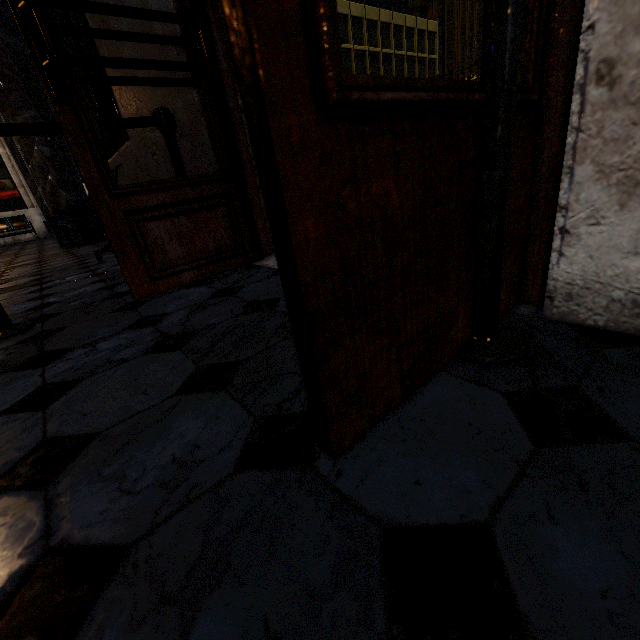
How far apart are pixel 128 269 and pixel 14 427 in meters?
1.0
